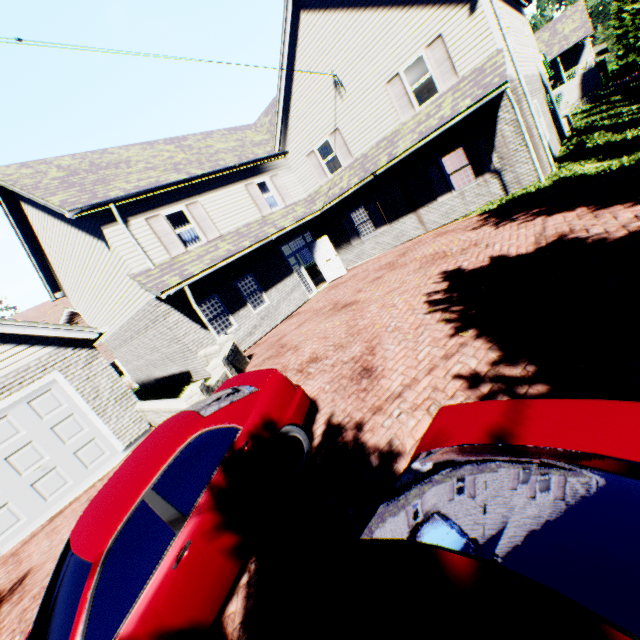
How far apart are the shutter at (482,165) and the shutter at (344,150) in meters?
4.7

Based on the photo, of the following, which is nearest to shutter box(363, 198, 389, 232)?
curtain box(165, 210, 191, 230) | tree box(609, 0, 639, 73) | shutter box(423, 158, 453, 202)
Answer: shutter box(423, 158, 453, 202)

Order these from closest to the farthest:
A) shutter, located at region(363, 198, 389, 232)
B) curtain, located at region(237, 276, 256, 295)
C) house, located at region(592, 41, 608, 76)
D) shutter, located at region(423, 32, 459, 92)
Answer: shutter, located at region(423, 32, 459, 92)
curtain, located at region(237, 276, 256, 295)
shutter, located at region(363, 198, 389, 232)
house, located at region(592, 41, 608, 76)

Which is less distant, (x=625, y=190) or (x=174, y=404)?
(x=625, y=190)

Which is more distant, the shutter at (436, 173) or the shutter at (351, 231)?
the shutter at (351, 231)

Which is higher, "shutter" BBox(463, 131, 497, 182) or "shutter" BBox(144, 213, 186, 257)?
"shutter" BBox(144, 213, 186, 257)

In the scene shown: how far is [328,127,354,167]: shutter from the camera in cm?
1469

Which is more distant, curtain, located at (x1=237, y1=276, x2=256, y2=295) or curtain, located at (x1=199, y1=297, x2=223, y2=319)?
curtain, located at (x1=237, y1=276, x2=256, y2=295)
